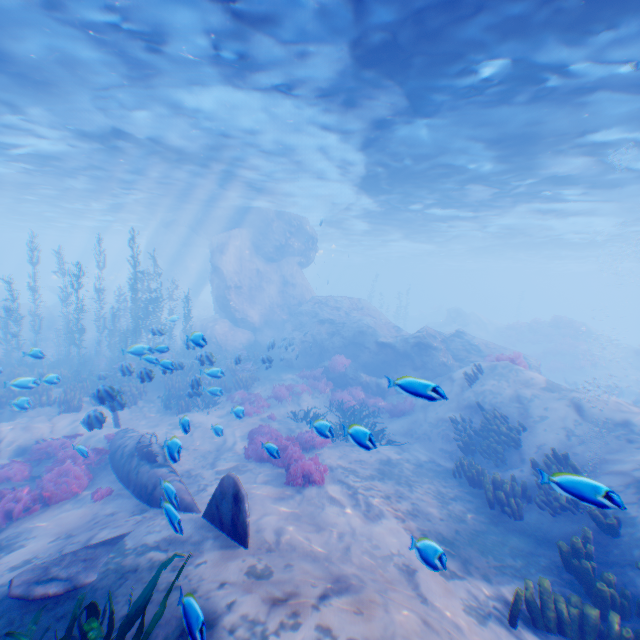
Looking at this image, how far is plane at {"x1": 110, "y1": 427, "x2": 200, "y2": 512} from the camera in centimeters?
662cm

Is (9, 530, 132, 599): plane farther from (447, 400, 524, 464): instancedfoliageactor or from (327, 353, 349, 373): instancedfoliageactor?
(447, 400, 524, 464): instancedfoliageactor

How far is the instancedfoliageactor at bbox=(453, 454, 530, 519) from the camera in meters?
7.8 m

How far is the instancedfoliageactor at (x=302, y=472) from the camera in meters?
6.6

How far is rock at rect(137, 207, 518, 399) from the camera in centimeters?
1845cm

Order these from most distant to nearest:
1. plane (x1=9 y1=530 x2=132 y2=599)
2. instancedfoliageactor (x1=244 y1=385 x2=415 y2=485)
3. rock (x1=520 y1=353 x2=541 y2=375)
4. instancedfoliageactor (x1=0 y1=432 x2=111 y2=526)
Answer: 1. rock (x1=520 y1=353 x2=541 y2=375)
2. instancedfoliageactor (x1=0 y1=432 x2=111 y2=526)
3. instancedfoliageactor (x1=244 y1=385 x2=415 y2=485)
4. plane (x1=9 y1=530 x2=132 y2=599)

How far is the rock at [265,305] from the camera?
18.5m

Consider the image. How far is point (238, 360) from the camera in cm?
1259
